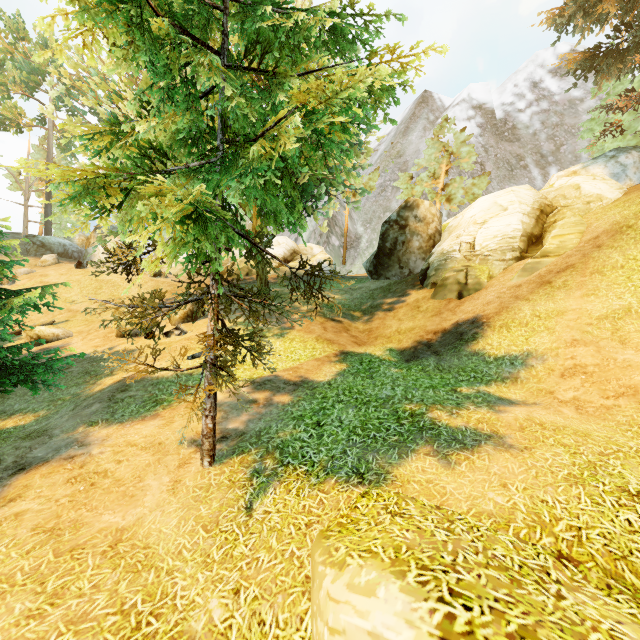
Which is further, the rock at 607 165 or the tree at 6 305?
the rock at 607 165

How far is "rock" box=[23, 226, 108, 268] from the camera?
28.5m

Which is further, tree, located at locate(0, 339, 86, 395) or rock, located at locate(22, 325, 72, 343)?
rock, located at locate(22, 325, 72, 343)

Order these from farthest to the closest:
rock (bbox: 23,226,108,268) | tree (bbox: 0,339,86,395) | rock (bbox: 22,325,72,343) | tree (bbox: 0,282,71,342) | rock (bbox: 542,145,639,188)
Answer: rock (bbox: 23,226,108,268), rock (bbox: 542,145,639,188), rock (bbox: 22,325,72,343), tree (bbox: 0,339,86,395), tree (bbox: 0,282,71,342)

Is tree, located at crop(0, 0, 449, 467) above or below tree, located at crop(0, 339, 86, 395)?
above

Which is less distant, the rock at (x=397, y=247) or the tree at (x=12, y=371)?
the tree at (x=12, y=371)

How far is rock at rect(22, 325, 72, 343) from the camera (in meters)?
15.09

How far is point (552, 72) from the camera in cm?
4141
